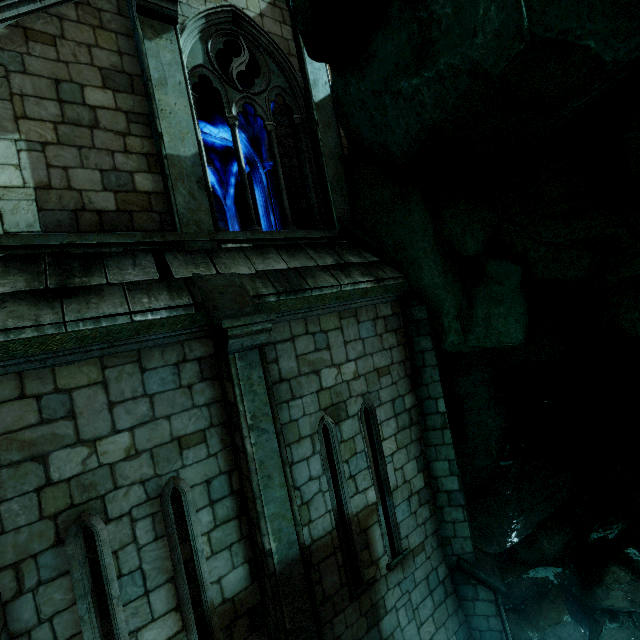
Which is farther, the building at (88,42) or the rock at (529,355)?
the building at (88,42)

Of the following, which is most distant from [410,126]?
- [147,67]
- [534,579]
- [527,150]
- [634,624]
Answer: [634,624]

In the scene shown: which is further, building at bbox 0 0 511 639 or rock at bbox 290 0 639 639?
building at bbox 0 0 511 639
